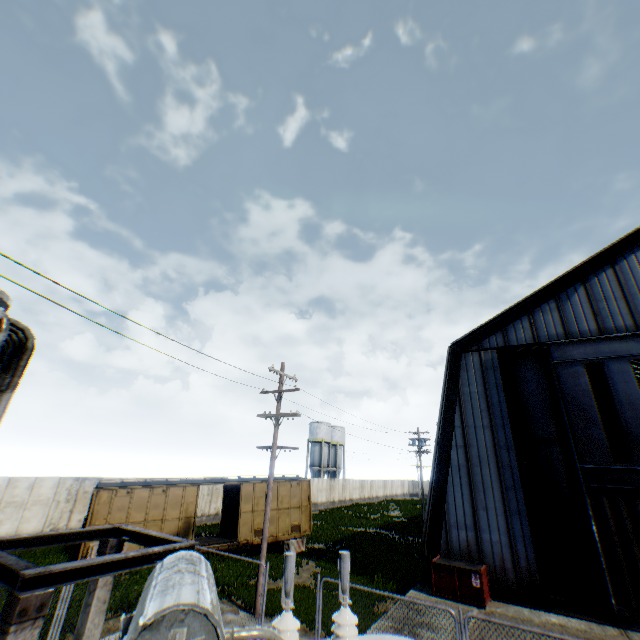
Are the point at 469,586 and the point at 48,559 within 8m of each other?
no

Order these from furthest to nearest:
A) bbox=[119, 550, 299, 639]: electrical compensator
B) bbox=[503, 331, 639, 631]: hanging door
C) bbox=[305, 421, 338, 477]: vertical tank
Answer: bbox=[305, 421, 338, 477]: vertical tank, bbox=[503, 331, 639, 631]: hanging door, bbox=[119, 550, 299, 639]: electrical compensator

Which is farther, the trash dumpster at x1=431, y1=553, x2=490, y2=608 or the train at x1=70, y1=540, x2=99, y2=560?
the train at x1=70, y1=540, x2=99, y2=560

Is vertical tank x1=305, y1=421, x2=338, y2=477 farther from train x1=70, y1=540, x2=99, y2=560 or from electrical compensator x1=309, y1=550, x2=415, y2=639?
electrical compensator x1=309, y1=550, x2=415, y2=639

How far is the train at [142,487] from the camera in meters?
16.4 m

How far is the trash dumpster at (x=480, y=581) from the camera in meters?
12.3 m

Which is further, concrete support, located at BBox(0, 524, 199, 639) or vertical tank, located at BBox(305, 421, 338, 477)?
vertical tank, located at BBox(305, 421, 338, 477)

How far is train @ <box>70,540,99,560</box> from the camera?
15.1 meters
